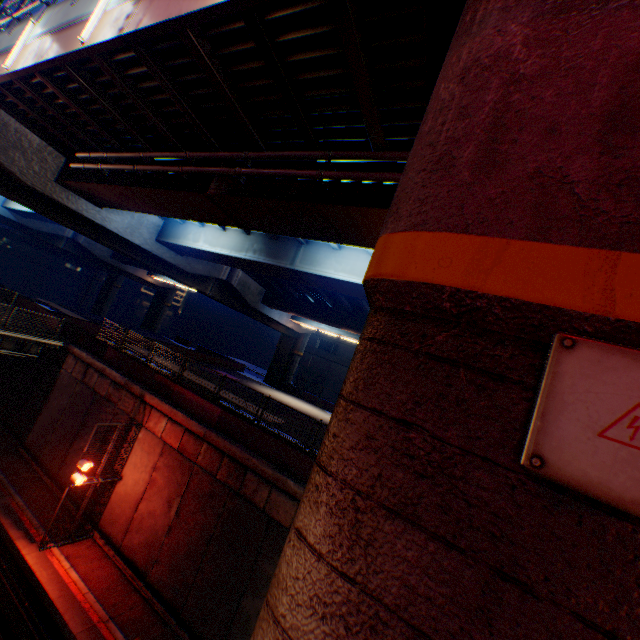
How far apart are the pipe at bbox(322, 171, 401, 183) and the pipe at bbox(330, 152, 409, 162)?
0.30m

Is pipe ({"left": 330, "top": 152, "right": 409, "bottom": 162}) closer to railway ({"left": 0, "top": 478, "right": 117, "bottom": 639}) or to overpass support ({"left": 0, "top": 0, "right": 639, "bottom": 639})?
overpass support ({"left": 0, "top": 0, "right": 639, "bottom": 639})

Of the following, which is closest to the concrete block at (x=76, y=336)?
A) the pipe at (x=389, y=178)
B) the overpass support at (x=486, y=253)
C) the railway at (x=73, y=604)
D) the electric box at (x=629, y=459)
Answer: the overpass support at (x=486, y=253)

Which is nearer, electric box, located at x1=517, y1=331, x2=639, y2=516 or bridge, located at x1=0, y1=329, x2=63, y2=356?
electric box, located at x1=517, y1=331, x2=639, y2=516

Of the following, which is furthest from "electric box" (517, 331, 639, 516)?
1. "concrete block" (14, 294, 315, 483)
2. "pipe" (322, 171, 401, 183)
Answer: "concrete block" (14, 294, 315, 483)

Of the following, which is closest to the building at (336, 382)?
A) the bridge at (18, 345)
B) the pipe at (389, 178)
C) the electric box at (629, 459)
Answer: the bridge at (18, 345)

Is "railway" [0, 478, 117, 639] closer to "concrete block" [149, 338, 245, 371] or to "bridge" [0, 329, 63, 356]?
"bridge" [0, 329, 63, 356]

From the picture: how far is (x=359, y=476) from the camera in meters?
1.7
